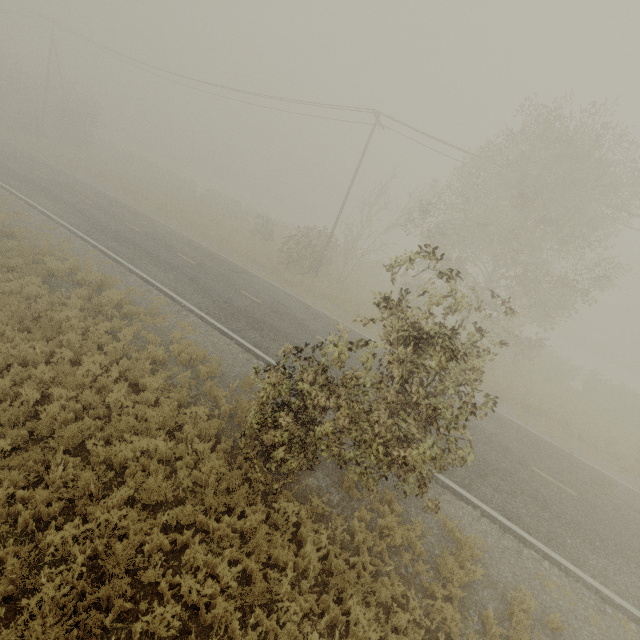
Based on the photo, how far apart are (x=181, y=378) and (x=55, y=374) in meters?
3.0 m
